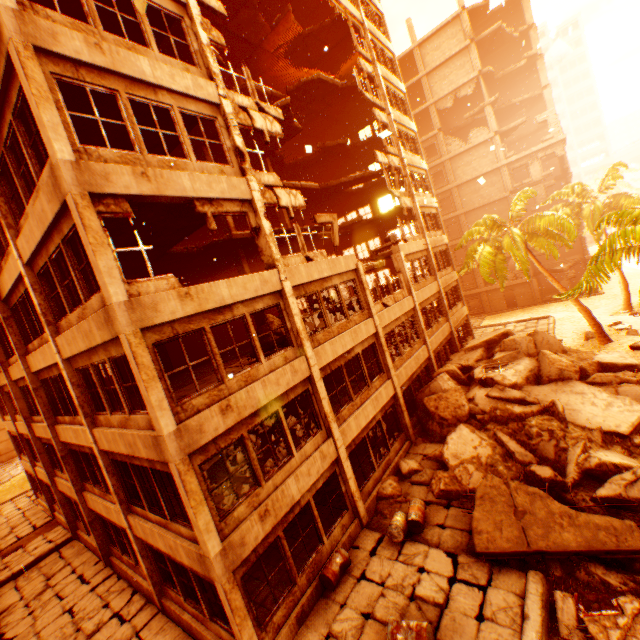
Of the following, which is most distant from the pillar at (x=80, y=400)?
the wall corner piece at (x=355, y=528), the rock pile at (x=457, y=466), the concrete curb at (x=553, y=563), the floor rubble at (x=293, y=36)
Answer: the concrete curb at (x=553, y=563)

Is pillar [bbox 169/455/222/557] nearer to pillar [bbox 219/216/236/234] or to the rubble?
the rubble

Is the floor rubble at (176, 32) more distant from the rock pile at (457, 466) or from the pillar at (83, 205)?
the rock pile at (457, 466)

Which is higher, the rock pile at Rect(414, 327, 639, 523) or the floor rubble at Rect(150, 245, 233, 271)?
the floor rubble at Rect(150, 245, 233, 271)

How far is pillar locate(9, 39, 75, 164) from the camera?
6.2m

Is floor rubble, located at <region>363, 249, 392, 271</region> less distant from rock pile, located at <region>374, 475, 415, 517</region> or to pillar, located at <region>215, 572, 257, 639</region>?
pillar, located at <region>215, 572, 257, 639</region>

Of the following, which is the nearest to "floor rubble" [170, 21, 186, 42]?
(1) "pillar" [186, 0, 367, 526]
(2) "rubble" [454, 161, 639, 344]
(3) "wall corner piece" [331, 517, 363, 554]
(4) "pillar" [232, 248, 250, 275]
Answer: (4) "pillar" [232, 248, 250, 275]

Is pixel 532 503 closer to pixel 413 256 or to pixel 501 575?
pixel 501 575
